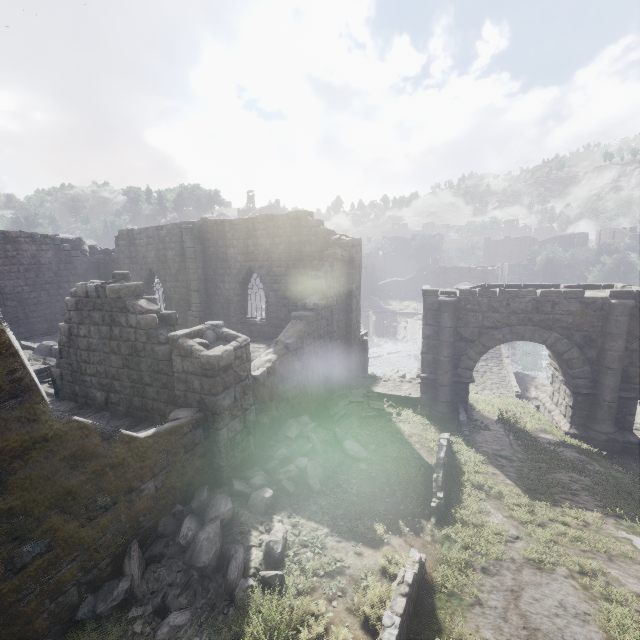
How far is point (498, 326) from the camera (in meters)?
12.70

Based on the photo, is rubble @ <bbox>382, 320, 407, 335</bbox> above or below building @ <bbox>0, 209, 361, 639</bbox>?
below

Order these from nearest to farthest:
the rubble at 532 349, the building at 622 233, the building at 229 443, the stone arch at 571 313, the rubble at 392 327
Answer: the building at 229 443 < the stone arch at 571 313 < the rubble at 532 349 < the rubble at 392 327 < the building at 622 233

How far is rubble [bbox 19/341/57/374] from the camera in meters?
13.7 m

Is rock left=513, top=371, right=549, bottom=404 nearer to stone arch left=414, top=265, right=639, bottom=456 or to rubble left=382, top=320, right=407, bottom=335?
stone arch left=414, top=265, right=639, bottom=456

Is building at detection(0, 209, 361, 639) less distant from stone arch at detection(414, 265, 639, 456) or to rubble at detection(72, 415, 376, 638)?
rubble at detection(72, 415, 376, 638)

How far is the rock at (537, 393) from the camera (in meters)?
19.98

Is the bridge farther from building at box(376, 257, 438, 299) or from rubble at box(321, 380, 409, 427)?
building at box(376, 257, 438, 299)
